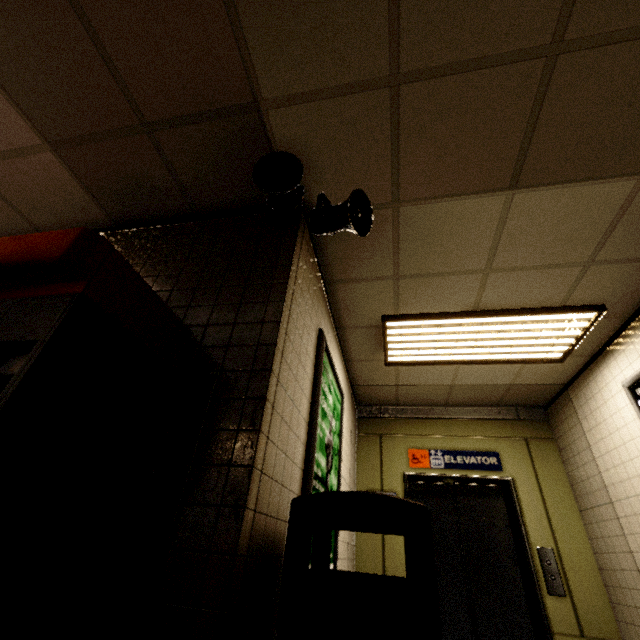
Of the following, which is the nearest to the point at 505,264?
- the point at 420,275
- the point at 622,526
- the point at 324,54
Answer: the point at 420,275

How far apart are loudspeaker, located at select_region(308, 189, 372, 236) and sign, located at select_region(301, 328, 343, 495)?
0.8m

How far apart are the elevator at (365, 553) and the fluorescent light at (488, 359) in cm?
155

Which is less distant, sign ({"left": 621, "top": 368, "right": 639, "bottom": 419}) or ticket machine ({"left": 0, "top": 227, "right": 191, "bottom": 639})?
ticket machine ({"left": 0, "top": 227, "right": 191, "bottom": 639})

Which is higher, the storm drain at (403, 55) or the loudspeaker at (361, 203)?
the storm drain at (403, 55)

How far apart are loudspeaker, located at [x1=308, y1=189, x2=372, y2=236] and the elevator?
3.7m

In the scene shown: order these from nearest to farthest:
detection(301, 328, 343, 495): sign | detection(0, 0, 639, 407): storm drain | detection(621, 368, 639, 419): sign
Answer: detection(0, 0, 639, 407): storm drain → detection(301, 328, 343, 495): sign → detection(621, 368, 639, 419): sign

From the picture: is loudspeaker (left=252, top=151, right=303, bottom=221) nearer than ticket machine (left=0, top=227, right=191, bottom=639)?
No
